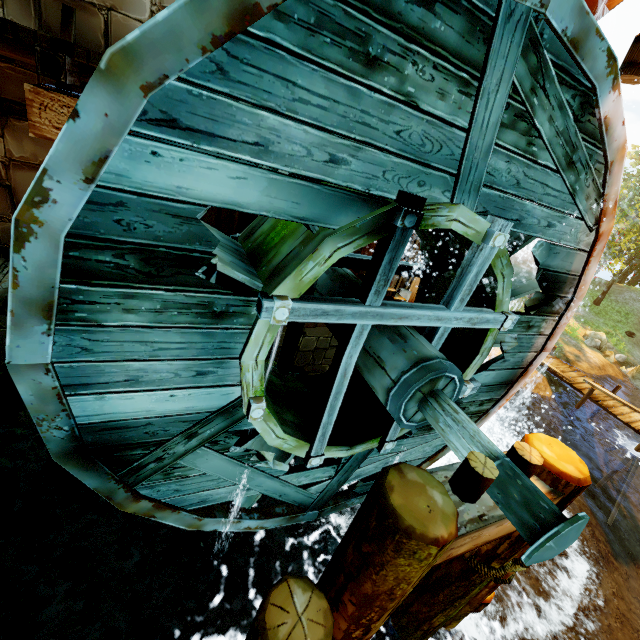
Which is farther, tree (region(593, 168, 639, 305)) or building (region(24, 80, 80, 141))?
tree (region(593, 168, 639, 305))

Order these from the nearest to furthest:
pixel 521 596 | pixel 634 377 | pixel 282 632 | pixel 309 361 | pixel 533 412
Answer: pixel 282 632 → pixel 309 361 → pixel 521 596 → pixel 533 412 → pixel 634 377

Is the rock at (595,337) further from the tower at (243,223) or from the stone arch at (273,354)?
the tower at (243,223)

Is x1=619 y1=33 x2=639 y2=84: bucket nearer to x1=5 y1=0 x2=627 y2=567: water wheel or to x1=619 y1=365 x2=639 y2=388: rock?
→ x1=5 y1=0 x2=627 y2=567: water wheel

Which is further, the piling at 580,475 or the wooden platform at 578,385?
the wooden platform at 578,385

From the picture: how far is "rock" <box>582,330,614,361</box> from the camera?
16.4m

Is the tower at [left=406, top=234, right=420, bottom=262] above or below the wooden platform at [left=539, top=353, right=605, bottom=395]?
above

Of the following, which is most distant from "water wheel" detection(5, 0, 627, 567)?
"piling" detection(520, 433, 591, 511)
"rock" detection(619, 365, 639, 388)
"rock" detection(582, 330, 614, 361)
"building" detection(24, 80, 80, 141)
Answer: "rock" detection(582, 330, 614, 361)
